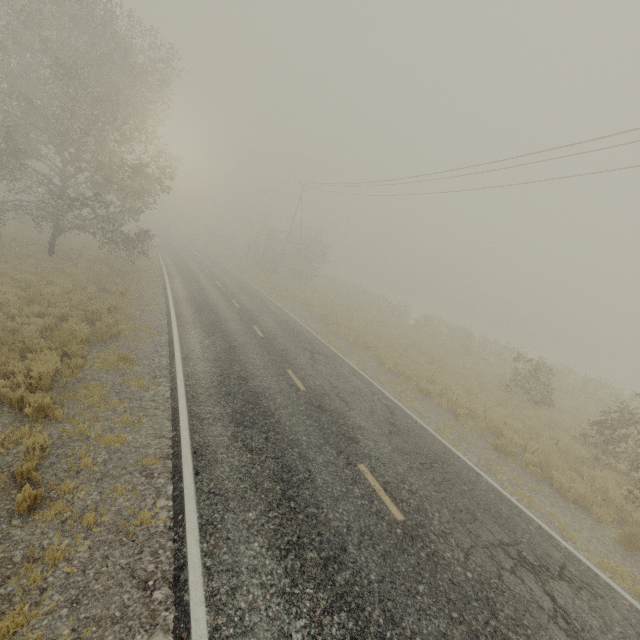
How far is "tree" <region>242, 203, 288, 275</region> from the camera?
39.0 meters

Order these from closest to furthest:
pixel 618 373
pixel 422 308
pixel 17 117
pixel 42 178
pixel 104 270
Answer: pixel 17 117
pixel 42 178
pixel 104 270
pixel 618 373
pixel 422 308

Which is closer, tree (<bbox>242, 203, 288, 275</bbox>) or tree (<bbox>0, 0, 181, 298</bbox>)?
tree (<bbox>0, 0, 181, 298</bbox>)

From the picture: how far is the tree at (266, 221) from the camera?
39.0 meters

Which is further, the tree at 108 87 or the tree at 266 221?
the tree at 266 221
